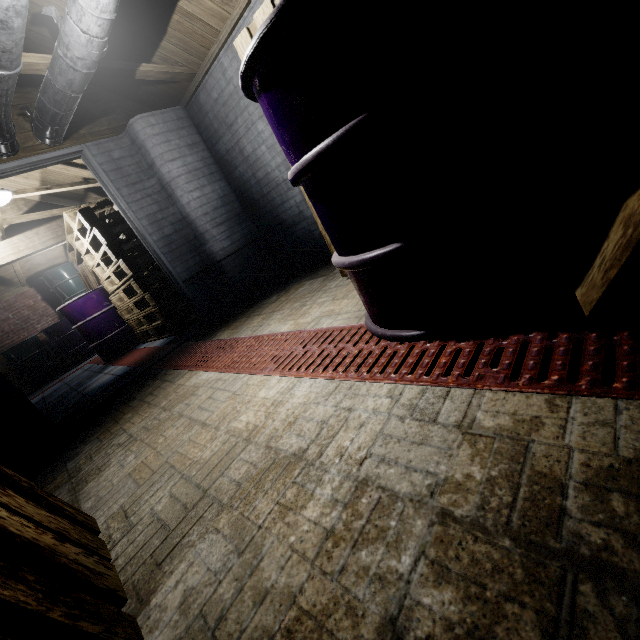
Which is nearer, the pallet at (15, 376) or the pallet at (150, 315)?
the pallet at (150, 315)

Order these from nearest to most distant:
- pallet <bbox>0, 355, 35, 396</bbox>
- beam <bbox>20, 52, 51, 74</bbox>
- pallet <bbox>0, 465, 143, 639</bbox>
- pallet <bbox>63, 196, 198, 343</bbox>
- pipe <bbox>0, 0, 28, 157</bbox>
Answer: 1. pallet <bbox>0, 465, 143, 639</bbox>
2. pipe <bbox>0, 0, 28, 157</bbox>
3. beam <bbox>20, 52, 51, 74</bbox>
4. pallet <bbox>63, 196, 198, 343</bbox>
5. pallet <bbox>0, 355, 35, 396</bbox>

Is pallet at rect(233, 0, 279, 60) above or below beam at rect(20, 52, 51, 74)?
below

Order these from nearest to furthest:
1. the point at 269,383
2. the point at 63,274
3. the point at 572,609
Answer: the point at 572,609 < the point at 269,383 < the point at 63,274

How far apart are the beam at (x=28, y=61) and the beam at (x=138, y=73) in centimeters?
10cm

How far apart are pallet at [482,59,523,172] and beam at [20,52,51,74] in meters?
1.5 m

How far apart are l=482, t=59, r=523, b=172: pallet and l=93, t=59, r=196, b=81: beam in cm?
136

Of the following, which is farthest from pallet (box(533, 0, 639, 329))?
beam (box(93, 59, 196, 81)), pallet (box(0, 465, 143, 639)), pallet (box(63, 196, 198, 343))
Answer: pallet (box(63, 196, 198, 343))
